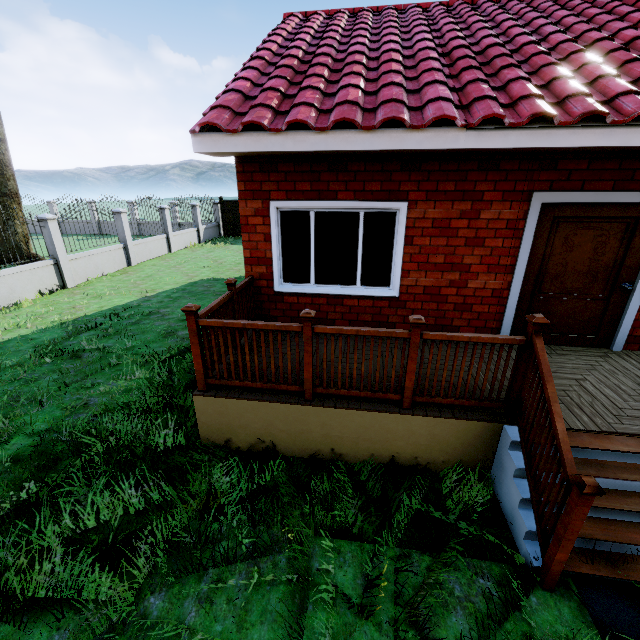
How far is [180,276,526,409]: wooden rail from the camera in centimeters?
322cm

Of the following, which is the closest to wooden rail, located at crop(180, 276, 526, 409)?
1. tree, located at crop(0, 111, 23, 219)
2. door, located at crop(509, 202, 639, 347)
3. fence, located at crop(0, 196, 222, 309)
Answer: door, located at crop(509, 202, 639, 347)

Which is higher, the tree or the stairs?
the tree

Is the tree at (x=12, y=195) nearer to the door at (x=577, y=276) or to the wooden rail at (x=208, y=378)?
the door at (x=577, y=276)

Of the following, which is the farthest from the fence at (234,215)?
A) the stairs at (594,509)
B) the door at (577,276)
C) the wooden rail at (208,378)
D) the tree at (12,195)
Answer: the door at (577,276)

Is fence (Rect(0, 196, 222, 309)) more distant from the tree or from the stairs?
the stairs

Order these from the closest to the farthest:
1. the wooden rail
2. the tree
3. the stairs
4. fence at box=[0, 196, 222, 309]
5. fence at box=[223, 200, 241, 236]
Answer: the stairs < the wooden rail < fence at box=[0, 196, 222, 309] < the tree < fence at box=[223, 200, 241, 236]

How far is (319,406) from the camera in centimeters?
363cm
